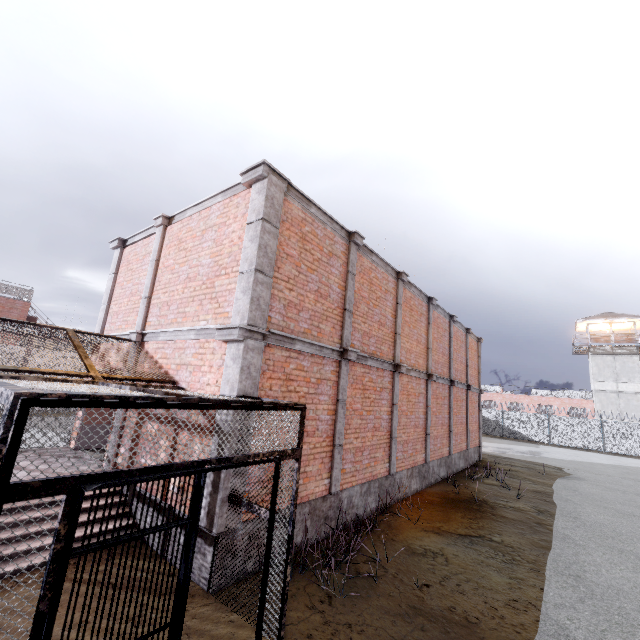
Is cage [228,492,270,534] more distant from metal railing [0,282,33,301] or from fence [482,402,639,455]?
fence [482,402,639,455]

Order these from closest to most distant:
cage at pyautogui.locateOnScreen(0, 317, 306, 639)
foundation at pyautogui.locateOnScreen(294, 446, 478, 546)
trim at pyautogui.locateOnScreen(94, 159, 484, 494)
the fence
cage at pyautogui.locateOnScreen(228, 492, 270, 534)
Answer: cage at pyautogui.locateOnScreen(0, 317, 306, 639), cage at pyautogui.locateOnScreen(228, 492, 270, 534), trim at pyautogui.locateOnScreen(94, 159, 484, 494), foundation at pyautogui.locateOnScreen(294, 446, 478, 546), the fence

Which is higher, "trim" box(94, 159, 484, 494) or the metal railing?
the metal railing

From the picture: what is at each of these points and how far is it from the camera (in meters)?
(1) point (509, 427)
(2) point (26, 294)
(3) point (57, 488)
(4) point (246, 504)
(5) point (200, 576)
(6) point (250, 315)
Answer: (1) fence, 33.72
(2) metal railing, 22.09
(3) cage, 2.26
(4) cage, 4.69
(5) foundation, 4.91
(6) trim, 5.50

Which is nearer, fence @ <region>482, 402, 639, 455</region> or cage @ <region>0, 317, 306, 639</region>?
cage @ <region>0, 317, 306, 639</region>

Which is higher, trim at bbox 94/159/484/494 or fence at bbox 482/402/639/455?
trim at bbox 94/159/484/494

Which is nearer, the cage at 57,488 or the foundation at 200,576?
the cage at 57,488

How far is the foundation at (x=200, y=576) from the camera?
4.8m
